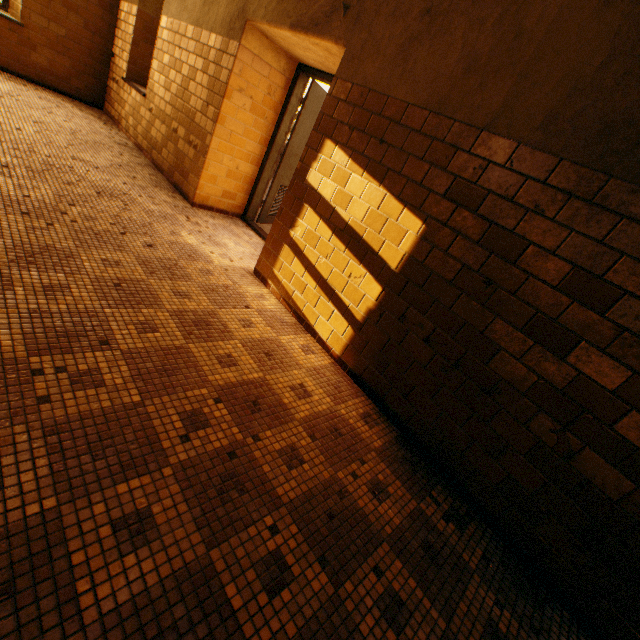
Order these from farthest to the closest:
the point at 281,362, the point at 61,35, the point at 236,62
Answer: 1. the point at 61,35
2. the point at 236,62
3. the point at 281,362

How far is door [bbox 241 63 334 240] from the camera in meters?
4.3

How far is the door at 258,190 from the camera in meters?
4.3 m
